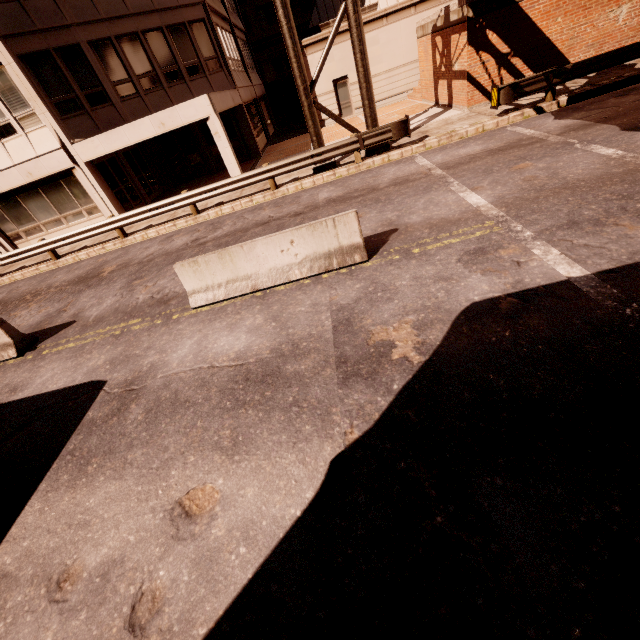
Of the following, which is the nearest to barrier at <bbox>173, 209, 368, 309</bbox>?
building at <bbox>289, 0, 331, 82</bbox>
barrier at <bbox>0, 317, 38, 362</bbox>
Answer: barrier at <bbox>0, 317, 38, 362</bbox>

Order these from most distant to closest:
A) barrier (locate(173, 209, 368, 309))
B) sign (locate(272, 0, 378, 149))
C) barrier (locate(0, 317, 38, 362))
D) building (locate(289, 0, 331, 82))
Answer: building (locate(289, 0, 331, 82)) → sign (locate(272, 0, 378, 149)) → barrier (locate(0, 317, 38, 362)) → barrier (locate(173, 209, 368, 309))

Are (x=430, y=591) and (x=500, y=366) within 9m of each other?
yes

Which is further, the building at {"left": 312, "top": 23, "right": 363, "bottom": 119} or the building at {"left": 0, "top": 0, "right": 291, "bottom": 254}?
the building at {"left": 312, "top": 23, "right": 363, "bottom": 119}

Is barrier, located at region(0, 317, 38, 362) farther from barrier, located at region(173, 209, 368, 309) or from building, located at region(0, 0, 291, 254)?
building, located at region(0, 0, 291, 254)

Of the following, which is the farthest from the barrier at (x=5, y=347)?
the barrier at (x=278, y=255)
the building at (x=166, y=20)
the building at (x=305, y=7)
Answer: the building at (x=305, y=7)

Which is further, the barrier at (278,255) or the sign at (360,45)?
the sign at (360,45)

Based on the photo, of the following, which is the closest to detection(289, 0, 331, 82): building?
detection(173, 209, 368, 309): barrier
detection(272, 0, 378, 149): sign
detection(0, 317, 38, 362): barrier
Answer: detection(272, 0, 378, 149): sign
